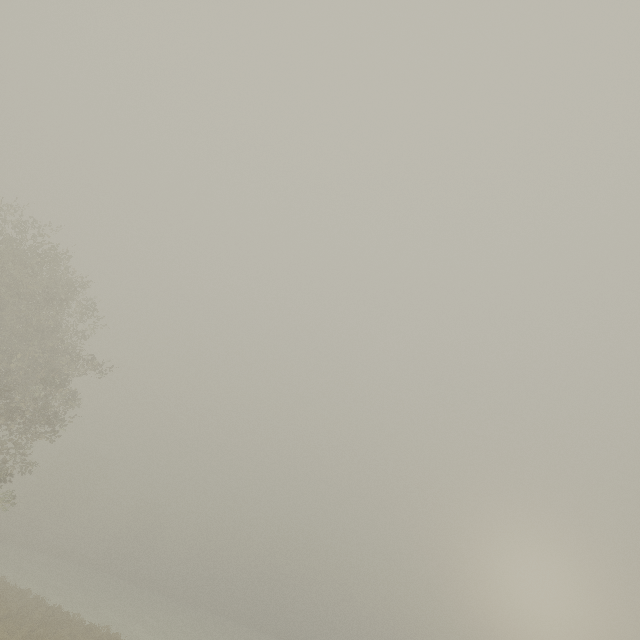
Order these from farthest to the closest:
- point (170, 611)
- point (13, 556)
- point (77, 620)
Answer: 1. point (170, 611)
2. point (13, 556)
3. point (77, 620)
